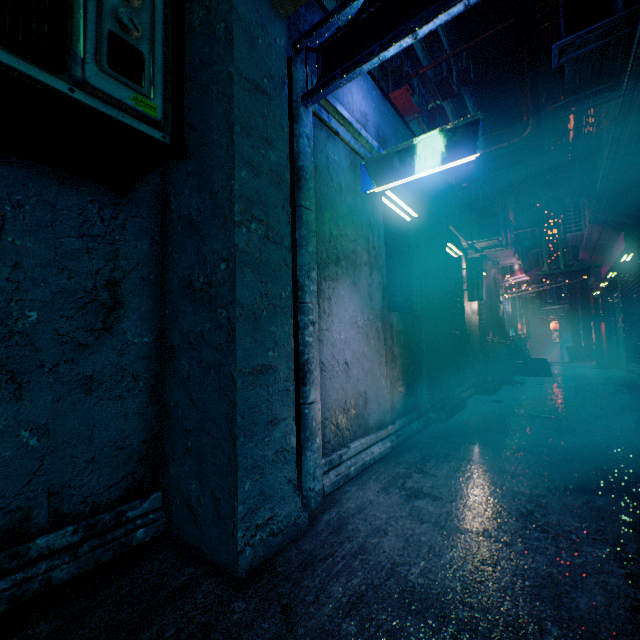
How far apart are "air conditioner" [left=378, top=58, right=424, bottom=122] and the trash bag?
9.2m

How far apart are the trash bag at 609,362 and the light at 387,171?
10.97m

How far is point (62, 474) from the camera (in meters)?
1.49

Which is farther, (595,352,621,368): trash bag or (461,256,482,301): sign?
(595,352,621,368): trash bag

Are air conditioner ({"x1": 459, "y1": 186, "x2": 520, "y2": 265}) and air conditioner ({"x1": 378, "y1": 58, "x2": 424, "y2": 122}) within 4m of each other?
yes

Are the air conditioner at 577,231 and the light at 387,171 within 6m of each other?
no

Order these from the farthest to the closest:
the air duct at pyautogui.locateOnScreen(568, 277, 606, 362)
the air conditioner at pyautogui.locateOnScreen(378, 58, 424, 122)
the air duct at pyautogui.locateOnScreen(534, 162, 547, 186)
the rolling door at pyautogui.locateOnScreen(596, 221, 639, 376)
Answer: the air duct at pyautogui.locateOnScreen(568, 277, 606, 362) < the air duct at pyautogui.locateOnScreen(534, 162, 547, 186) < the air conditioner at pyautogui.locateOnScreen(378, 58, 424, 122) < the rolling door at pyautogui.locateOnScreen(596, 221, 639, 376)

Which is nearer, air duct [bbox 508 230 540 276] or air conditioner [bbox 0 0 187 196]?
air conditioner [bbox 0 0 187 196]
